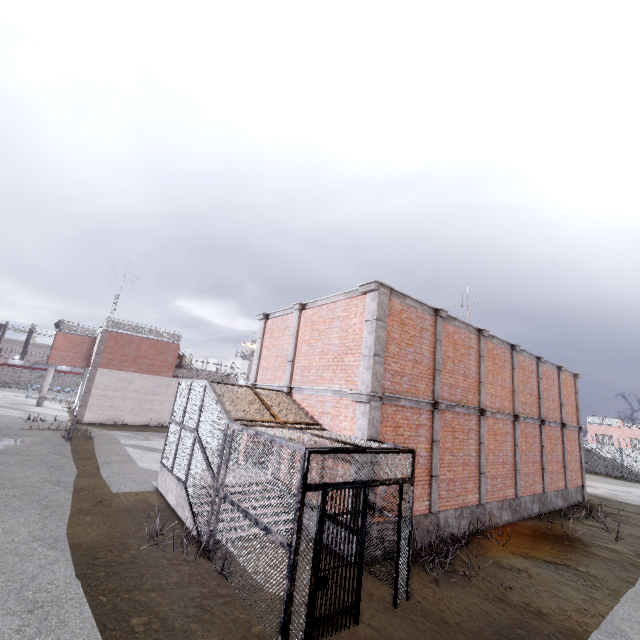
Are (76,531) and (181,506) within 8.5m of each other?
yes

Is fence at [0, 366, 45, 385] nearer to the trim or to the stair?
the trim

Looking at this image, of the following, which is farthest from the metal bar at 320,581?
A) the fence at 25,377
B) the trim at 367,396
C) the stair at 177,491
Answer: the fence at 25,377

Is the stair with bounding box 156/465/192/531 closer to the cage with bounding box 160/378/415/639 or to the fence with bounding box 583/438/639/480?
the cage with bounding box 160/378/415/639

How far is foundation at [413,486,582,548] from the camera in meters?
9.3

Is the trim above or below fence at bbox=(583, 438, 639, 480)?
above

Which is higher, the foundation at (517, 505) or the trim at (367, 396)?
the trim at (367, 396)

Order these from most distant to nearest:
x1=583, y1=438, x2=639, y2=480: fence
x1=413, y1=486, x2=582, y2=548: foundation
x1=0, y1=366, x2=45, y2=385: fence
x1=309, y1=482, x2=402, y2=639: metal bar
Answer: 1. x1=0, y1=366, x2=45, y2=385: fence
2. x1=583, y1=438, x2=639, y2=480: fence
3. x1=413, y1=486, x2=582, y2=548: foundation
4. x1=309, y1=482, x2=402, y2=639: metal bar
